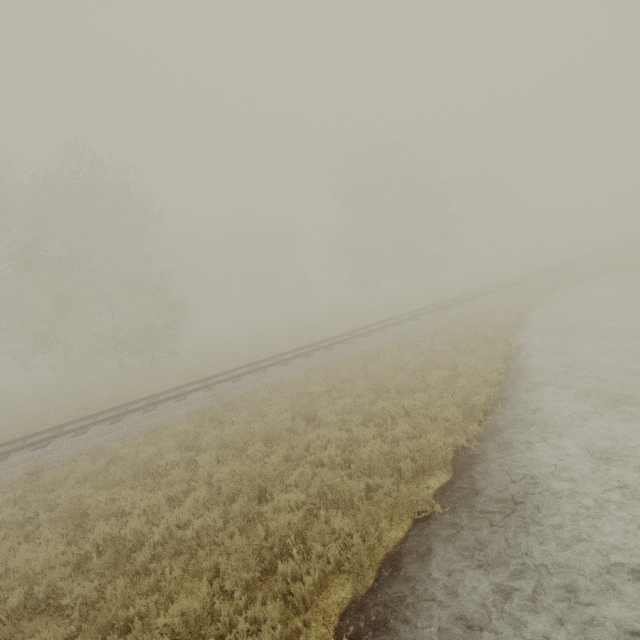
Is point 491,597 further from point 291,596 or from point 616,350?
point 616,350
